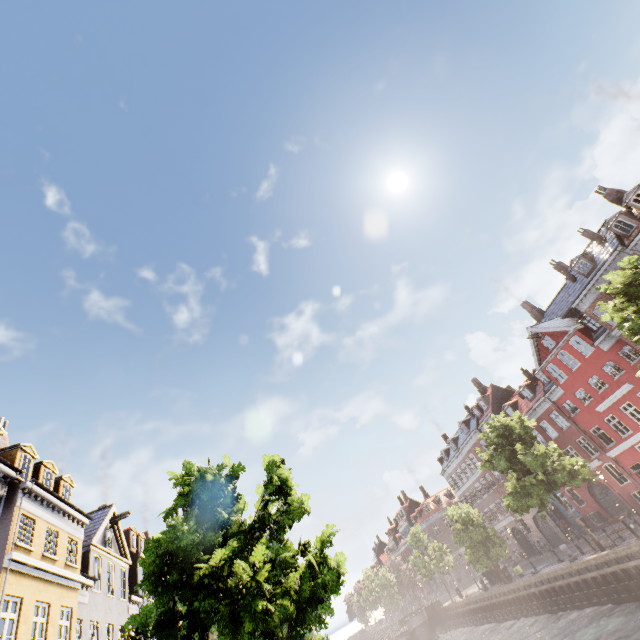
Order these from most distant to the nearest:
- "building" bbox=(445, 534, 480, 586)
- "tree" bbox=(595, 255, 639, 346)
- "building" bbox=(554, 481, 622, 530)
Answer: "building" bbox=(445, 534, 480, 586) < "building" bbox=(554, 481, 622, 530) < "tree" bbox=(595, 255, 639, 346)

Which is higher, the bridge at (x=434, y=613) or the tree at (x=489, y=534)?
the tree at (x=489, y=534)

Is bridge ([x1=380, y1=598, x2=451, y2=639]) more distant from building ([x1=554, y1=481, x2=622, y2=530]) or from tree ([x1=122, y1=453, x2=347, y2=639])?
building ([x1=554, y1=481, x2=622, y2=530])

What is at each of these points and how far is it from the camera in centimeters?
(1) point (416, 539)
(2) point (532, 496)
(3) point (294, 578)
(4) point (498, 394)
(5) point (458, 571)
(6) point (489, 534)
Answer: (1) tree, 4806cm
(2) tree, 2342cm
(3) tree, 643cm
(4) building, 4253cm
(5) building, 5734cm
(6) tree, 3466cm

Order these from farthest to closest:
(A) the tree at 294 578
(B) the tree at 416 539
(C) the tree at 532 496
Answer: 1. (B) the tree at 416 539
2. (C) the tree at 532 496
3. (A) the tree at 294 578

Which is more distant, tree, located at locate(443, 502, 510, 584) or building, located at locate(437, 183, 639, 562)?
tree, located at locate(443, 502, 510, 584)

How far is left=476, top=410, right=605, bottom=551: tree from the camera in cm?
2295
